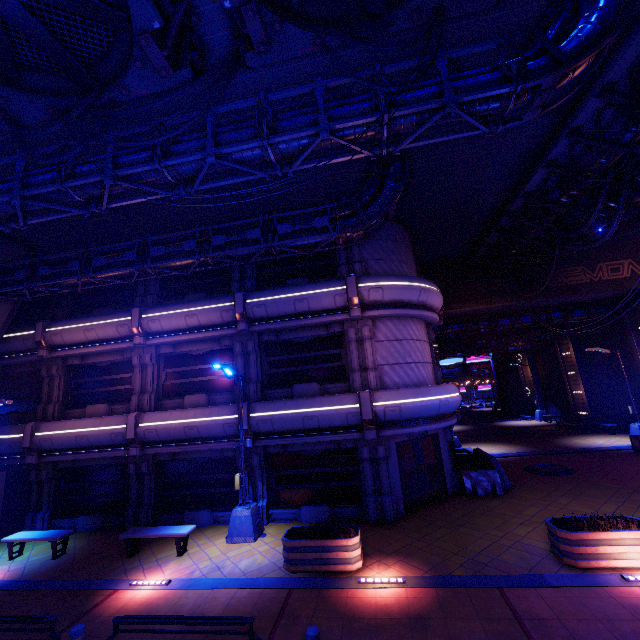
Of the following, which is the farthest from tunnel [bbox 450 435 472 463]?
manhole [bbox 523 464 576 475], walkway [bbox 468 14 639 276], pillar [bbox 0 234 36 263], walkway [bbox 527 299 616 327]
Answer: pillar [bbox 0 234 36 263]

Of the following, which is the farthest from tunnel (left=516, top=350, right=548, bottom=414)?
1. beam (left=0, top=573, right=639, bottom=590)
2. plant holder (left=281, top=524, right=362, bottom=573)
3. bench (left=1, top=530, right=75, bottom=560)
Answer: bench (left=1, top=530, right=75, bottom=560)

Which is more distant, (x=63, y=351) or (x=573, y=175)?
(x=63, y=351)

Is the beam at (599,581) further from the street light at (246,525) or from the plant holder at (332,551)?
the street light at (246,525)

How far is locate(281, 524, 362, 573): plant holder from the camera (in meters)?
8.70

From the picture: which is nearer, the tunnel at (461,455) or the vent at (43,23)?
the vent at (43,23)

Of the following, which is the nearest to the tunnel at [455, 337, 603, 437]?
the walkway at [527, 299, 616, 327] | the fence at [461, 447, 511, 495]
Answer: the walkway at [527, 299, 616, 327]

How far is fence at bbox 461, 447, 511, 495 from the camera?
13.50m
